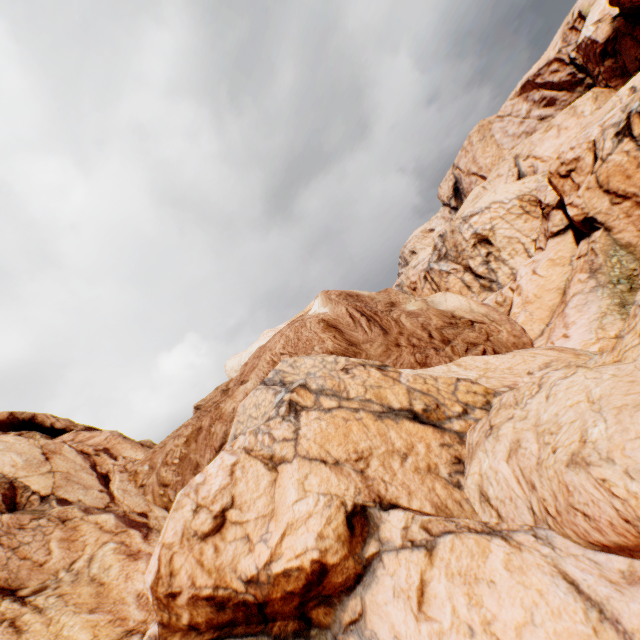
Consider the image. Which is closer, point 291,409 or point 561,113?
point 291,409
